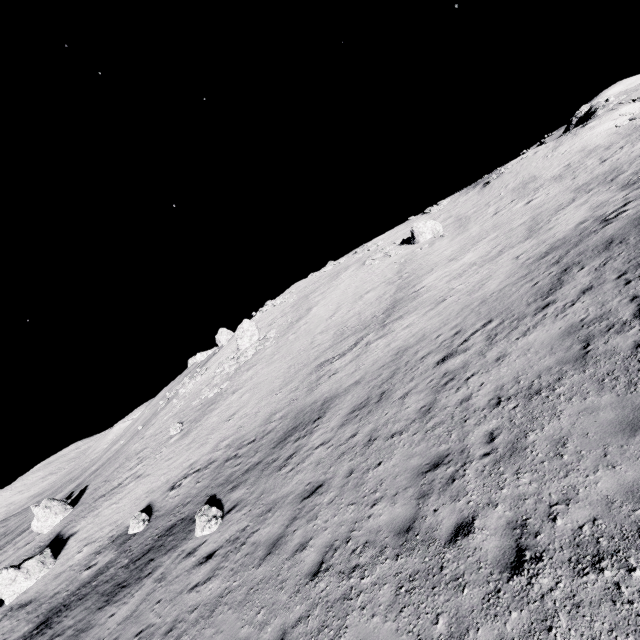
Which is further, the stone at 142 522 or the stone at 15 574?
the stone at 15 574

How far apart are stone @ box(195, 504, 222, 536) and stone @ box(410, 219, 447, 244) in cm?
3161

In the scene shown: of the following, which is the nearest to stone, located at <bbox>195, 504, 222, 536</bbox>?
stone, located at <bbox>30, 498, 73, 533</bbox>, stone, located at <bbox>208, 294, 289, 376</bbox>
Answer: stone, located at <bbox>30, 498, 73, 533</bbox>

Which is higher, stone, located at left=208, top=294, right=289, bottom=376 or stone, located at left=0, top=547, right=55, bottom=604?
stone, located at left=208, top=294, right=289, bottom=376

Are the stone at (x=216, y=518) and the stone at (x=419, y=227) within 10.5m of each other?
no

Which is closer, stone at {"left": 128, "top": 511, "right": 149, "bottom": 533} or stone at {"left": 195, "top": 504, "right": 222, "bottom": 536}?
stone at {"left": 195, "top": 504, "right": 222, "bottom": 536}

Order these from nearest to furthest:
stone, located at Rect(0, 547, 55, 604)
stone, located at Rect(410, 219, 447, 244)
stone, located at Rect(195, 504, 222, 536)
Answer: stone, located at Rect(195, 504, 222, 536)
stone, located at Rect(0, 547, 55, 604)
stone, located at Rect(410, 219, 447, 244)

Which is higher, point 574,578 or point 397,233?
point 397,233
